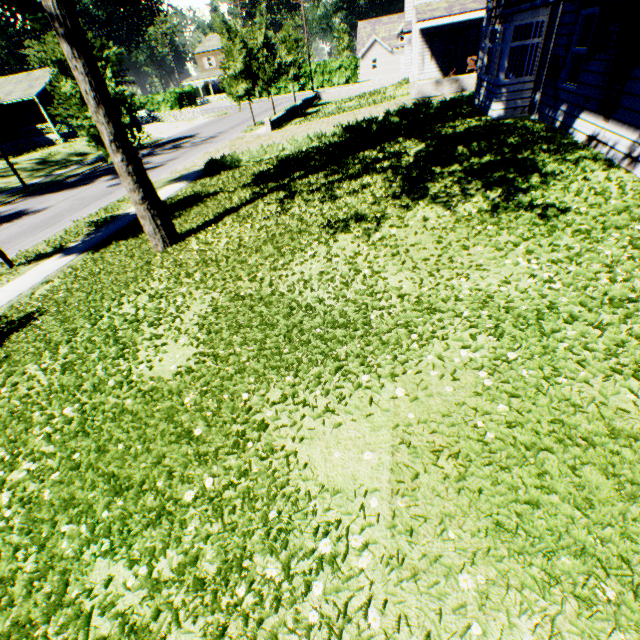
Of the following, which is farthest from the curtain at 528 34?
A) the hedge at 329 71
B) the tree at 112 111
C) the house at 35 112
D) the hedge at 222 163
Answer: the hedge at 329 71

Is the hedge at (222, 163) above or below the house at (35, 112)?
below

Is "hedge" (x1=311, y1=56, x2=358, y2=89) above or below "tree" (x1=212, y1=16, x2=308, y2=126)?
below

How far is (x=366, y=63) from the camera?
56.50m

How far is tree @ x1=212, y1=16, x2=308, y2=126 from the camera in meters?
24.5

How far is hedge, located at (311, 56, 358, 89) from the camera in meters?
49.4

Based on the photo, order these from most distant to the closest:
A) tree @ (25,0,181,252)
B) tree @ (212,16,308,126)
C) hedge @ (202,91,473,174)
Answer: tree @ (212,16,308,126)
hedge @ (202,91,473,174)
tree @ (25,0,181,252)

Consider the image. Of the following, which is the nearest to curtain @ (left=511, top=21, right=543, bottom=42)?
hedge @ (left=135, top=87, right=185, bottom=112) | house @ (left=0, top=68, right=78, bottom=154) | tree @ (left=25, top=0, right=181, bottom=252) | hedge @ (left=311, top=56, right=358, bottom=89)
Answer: tree @ (left=25, top=0, right=181, bottom=252)
